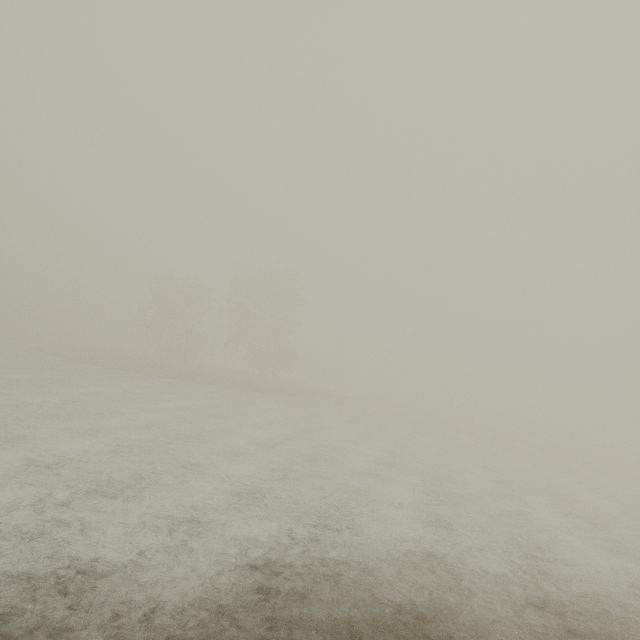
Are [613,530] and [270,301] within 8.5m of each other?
no
